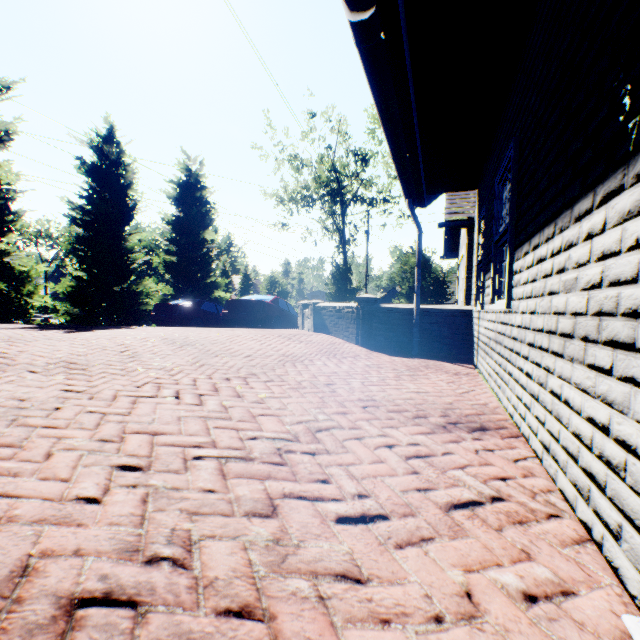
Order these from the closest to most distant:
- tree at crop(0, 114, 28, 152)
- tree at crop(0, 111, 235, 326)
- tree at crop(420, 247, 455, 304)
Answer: tree at crop(0, 114, 28, 152), tree at crop(0, 111, 235, 326), tree at crop(420, 247, 455, 304)

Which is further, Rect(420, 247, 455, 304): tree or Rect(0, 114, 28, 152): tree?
Rect(420, 247, 455, 304): tree

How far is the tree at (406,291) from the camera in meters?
19.8

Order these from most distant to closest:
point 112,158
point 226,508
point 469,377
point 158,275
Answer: point 158,275
point 112,158
point 469,377
point 226,508

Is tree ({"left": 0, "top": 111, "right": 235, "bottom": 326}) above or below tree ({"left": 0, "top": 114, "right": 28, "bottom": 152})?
below

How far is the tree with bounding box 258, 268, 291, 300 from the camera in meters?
34.5
